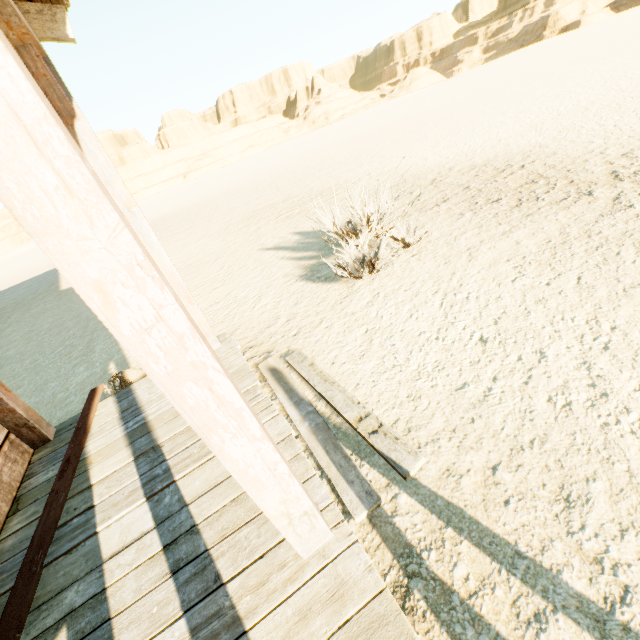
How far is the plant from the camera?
3.5 meters

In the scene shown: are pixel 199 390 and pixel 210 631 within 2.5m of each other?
yes

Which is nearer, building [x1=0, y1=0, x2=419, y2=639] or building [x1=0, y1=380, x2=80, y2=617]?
building [x1=0, y1=0, x2=419, y2=639]

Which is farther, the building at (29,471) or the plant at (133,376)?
the plant at (133,376)

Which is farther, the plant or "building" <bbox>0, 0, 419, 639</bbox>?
the plant

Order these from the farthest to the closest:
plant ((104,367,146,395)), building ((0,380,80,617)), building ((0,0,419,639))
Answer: plant ((104,367,146,395)) < building ((0,380,80,617)) < building ((0,0,419,639))

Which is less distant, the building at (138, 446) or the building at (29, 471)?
the building at (138, 446)
